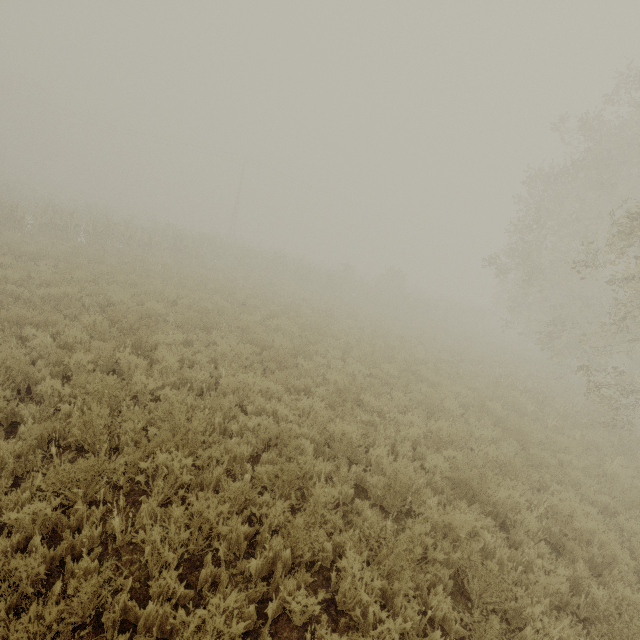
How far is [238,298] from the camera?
14.72m
